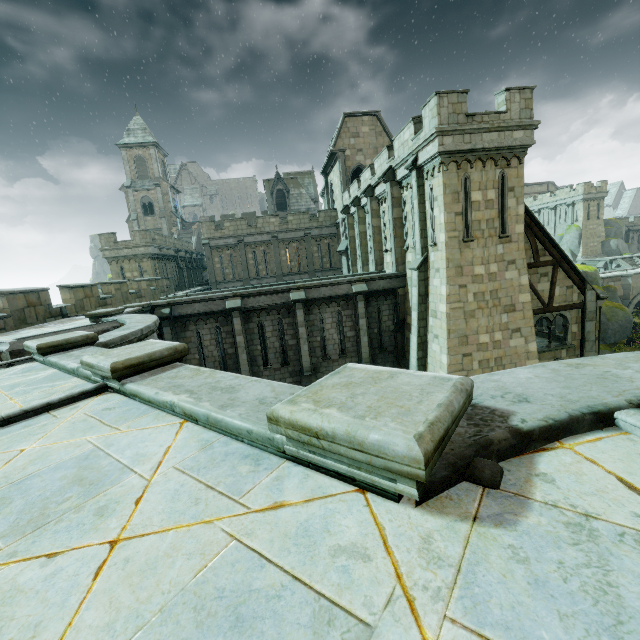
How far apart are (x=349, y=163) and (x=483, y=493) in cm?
3052

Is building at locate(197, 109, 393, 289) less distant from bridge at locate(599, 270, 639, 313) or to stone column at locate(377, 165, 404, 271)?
bridge at locate(599, 270, 639, 313)

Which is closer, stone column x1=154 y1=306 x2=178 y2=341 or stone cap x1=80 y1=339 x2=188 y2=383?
stone cap x1=80 y1=339 x2=188 y2=383

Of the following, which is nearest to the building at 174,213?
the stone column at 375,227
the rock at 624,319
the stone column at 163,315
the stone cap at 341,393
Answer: the rock at 624,319

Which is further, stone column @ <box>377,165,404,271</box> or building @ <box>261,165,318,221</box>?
building @ <box>261,165,318,221</box>

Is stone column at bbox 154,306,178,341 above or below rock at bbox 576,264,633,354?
above

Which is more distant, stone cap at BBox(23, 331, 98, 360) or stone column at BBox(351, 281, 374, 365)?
stone column at BBox(351, 281, 374, 365)

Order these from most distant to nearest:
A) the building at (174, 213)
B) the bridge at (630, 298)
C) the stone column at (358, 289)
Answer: the building at (174, 213) → the bridge at (630, 298) → the stone column at (358, 289)
